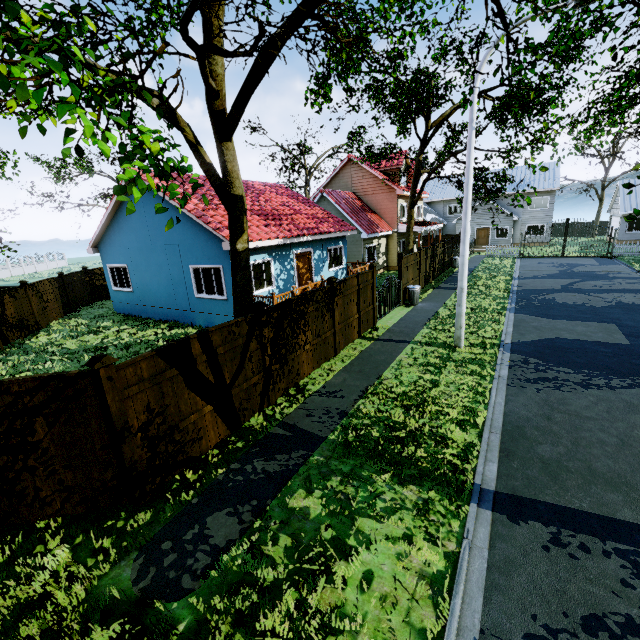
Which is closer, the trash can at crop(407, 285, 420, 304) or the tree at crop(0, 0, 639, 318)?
the tree at crop(0, 0, 639, 318)

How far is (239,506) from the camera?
5.2 meters

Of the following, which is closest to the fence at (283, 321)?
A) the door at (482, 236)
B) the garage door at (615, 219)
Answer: the door at (482, 236)

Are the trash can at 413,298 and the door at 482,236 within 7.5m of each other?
no

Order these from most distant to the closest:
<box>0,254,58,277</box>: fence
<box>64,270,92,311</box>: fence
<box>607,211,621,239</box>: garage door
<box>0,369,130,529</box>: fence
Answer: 1. <box>0,254,58,277</box>: fence
2. <box>607,211,621,239</box>: garage door
3. <box>64,270,92,311</box>: fence
4. <box>0,369,130,529</box>: fence

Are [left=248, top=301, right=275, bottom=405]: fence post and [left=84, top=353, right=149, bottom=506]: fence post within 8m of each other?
yes

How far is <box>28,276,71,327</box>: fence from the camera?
16.0m
